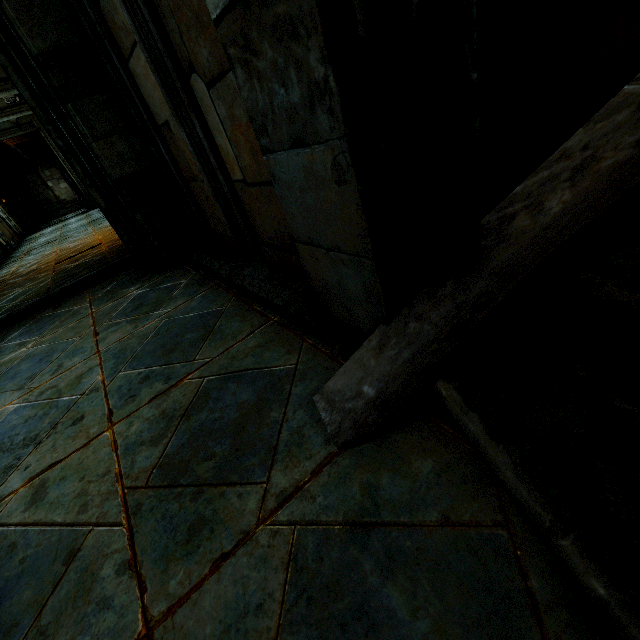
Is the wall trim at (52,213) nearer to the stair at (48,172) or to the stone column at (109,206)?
the stair at (48,172)

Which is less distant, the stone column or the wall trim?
the stone column

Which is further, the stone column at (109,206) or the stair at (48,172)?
the stair at (48,172)

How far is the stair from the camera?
25.3 meters

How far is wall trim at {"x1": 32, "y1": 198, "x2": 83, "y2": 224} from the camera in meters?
26.2 m

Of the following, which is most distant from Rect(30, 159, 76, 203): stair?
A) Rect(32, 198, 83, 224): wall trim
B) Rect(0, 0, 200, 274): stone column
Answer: Rect(0, 0, 200, 274): stone column

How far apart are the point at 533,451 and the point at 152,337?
2.16m
